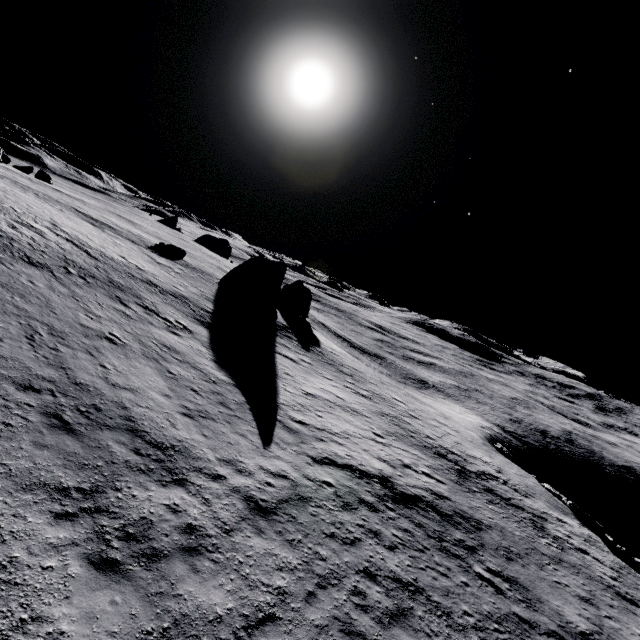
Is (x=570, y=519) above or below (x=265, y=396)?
below

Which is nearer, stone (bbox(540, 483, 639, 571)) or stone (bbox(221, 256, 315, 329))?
stone (bbox(540, 483, 639, 571))

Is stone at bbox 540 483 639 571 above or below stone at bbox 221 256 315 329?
below

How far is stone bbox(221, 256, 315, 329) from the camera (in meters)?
40.06

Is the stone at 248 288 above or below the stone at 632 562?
above

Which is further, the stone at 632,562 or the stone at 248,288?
the stone at 248,288
